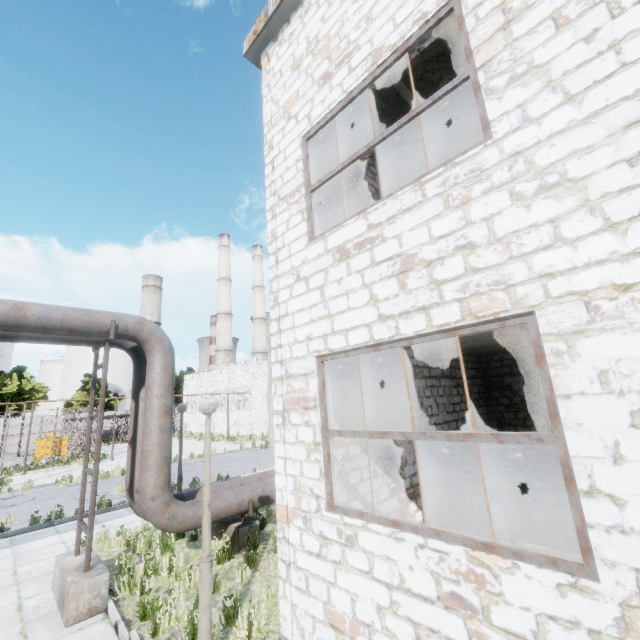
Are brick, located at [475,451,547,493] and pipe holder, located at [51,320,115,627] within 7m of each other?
no

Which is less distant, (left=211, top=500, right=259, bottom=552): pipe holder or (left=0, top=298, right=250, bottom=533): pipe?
(left=0, top=298, right=250, bottom=533): pipe

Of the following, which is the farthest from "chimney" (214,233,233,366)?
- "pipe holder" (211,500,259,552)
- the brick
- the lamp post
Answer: the lamp post

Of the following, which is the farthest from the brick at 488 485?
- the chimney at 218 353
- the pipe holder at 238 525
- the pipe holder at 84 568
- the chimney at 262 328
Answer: the chimney at 262 328

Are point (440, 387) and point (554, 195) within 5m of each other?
no

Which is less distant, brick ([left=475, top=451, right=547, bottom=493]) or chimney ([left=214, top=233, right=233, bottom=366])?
brick ([left=475, top=451, right=547, bottom=493])

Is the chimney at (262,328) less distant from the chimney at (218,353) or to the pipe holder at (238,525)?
the chimney at (218,353)

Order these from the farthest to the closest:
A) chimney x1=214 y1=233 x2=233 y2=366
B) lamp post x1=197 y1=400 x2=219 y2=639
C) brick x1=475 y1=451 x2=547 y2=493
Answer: chimney x1=214 y1=233 x2=233 y2=366 → brick x1=475 y1=451 x2=547 y2=493 → lamp post x1=197 y1=400 x2=219 y2=639
